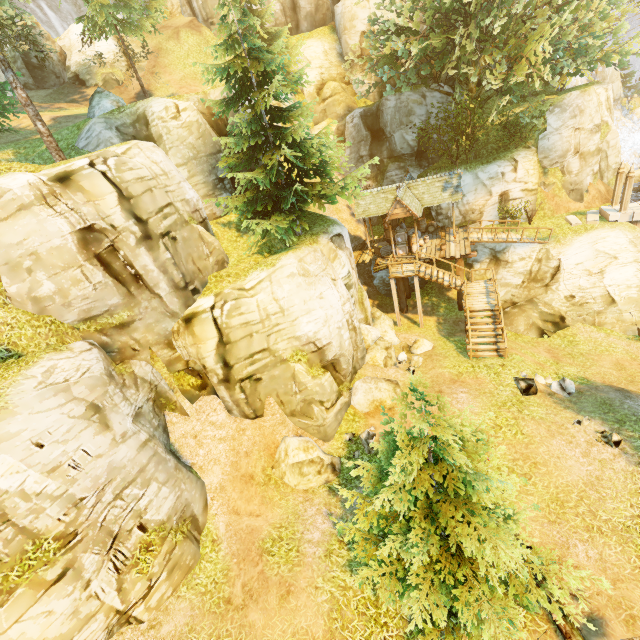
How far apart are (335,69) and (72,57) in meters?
24.2

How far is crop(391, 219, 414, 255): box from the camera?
22.7 meters

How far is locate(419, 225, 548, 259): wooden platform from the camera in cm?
2092

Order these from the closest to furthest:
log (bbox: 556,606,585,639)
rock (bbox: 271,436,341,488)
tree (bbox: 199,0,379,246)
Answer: log (bbox: 556,606,585,639), rock (bbox: 271,436,341,488), tree (bbox: 199,0,379,246)

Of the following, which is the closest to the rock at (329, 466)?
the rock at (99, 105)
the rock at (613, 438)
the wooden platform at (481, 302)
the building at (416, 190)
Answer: the rock at (613, 438)

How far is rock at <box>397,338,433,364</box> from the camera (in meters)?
17.77

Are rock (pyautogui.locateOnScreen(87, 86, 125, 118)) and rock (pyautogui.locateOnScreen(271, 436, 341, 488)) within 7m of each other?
no

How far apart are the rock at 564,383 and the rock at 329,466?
9.24m
